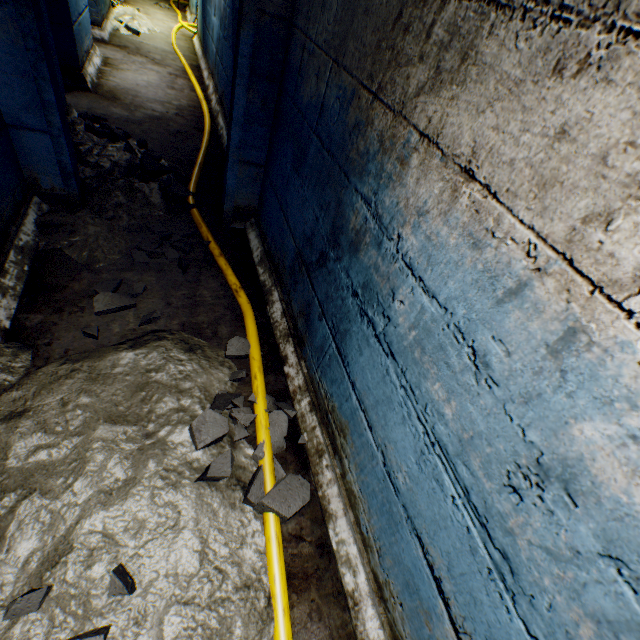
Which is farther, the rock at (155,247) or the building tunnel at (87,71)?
the rock at (155,247)

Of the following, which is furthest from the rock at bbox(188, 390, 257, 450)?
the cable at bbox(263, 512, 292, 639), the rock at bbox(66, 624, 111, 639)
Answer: the rock at bbox(66, 624, 111, 639)

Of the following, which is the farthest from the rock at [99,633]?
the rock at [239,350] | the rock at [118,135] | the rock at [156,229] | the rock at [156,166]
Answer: the rock at [118,135]

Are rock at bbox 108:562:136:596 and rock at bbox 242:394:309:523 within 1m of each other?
yes

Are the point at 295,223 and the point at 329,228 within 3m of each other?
yes

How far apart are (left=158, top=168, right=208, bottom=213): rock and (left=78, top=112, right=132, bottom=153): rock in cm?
26

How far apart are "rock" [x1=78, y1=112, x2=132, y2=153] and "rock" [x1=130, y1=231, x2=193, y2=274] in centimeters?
138cm

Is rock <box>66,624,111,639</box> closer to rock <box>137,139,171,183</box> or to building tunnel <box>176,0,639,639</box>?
building tunnel <box>176,0,639,639</box>
